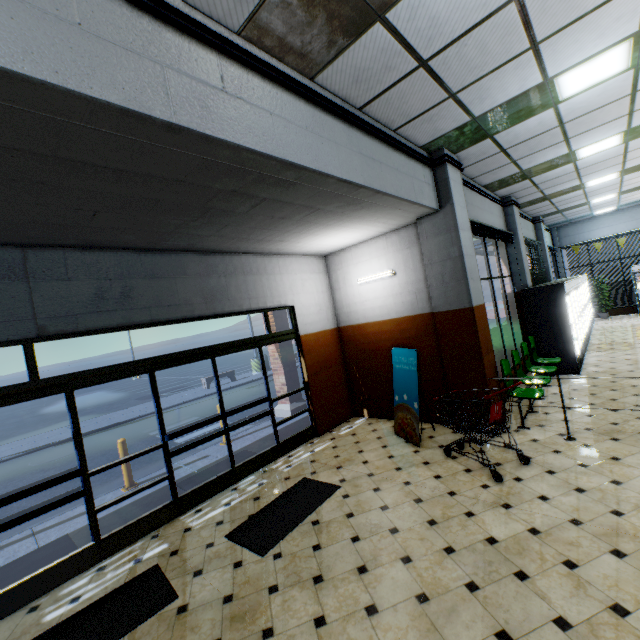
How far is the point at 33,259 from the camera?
3.9m

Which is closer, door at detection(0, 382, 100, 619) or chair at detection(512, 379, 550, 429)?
door at detection(0, 382, 100, 619)

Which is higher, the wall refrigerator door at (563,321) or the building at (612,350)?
the wall refrigerator door at (563,321)

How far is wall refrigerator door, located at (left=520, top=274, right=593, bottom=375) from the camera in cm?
787

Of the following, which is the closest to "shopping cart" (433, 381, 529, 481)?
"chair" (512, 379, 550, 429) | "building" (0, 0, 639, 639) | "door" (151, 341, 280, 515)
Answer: "building" (0, 0, 639, 639)

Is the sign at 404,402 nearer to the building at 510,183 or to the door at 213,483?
the building at 510,183

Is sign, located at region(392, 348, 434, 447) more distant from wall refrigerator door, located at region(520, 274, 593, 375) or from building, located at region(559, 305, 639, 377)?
wall refrigerator door, located at region(520, 274, 593, 375)
